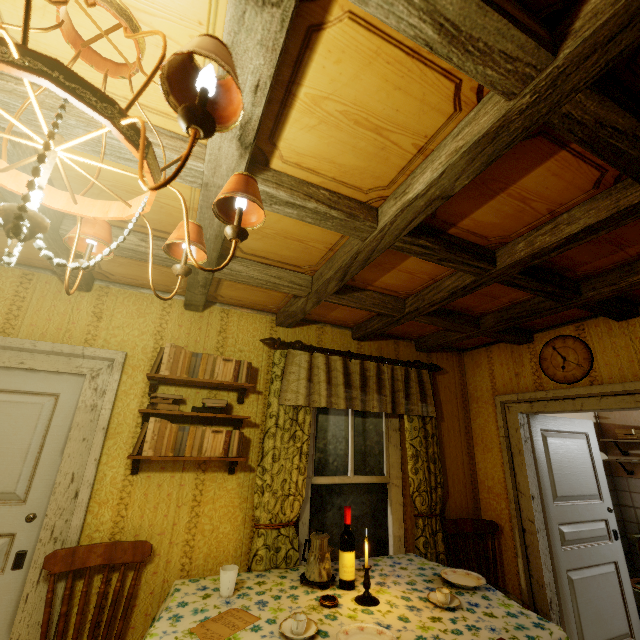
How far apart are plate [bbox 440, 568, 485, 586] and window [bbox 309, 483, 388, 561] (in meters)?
0.72

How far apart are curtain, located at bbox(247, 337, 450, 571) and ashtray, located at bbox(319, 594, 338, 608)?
0.6 meters

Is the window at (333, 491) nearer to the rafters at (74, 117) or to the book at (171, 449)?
the book at (171, 449)

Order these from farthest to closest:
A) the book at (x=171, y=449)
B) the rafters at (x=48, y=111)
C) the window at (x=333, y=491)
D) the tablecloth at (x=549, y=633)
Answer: the window at (x=333, y=491)
the book at (x=171, y=449)
the tablecloth at (x=549, y=633)
the rafters at (x=48, y=111)

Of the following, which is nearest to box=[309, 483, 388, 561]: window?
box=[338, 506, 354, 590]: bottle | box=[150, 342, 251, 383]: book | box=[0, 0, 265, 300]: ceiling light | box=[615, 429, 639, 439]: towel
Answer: box=[338, 506, 354, 590]: bottle

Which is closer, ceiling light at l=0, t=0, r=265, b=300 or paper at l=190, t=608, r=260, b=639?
ceiling light at l=0, t=0, r=265, b=300

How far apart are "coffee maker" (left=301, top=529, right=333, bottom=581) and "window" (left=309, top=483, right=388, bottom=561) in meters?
0.5

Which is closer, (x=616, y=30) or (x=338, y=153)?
(x=616, y=30)
